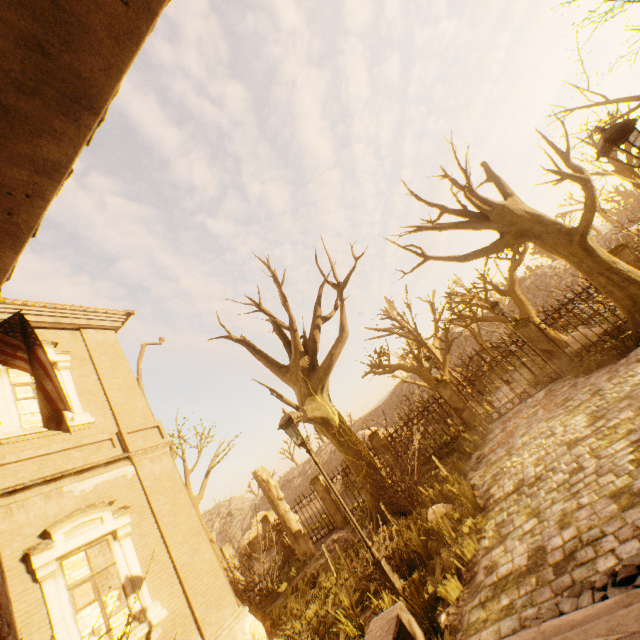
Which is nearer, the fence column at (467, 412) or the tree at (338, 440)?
the tree at (338, 440)

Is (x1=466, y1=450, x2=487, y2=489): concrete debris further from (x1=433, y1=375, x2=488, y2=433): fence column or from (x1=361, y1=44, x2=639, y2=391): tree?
(x1=361, y1=44, x2=639, y2=391): tree

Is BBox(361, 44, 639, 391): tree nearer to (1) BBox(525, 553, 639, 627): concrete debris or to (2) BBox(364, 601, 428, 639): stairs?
(2) BBox(364, 601, 428, 639): stairs

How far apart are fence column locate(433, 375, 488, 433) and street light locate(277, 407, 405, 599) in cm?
875

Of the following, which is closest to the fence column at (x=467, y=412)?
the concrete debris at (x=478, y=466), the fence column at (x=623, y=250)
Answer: the concrete debris at (x=478, y=466)

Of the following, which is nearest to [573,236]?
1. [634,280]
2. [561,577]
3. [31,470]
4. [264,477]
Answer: [634,280]

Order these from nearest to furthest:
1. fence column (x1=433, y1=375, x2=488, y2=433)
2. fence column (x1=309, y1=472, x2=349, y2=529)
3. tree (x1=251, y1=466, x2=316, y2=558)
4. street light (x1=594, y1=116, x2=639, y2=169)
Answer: street light (x1=594, y1=116, x2=639, y2=169), fence column (x1=433, y1=375, x2=488, y2=433), tree (x1=251, y1=466, x2=316, y2=558), fence column (x1=309, y1=472, x2=349, y2=529)

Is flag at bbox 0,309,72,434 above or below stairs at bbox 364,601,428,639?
above
